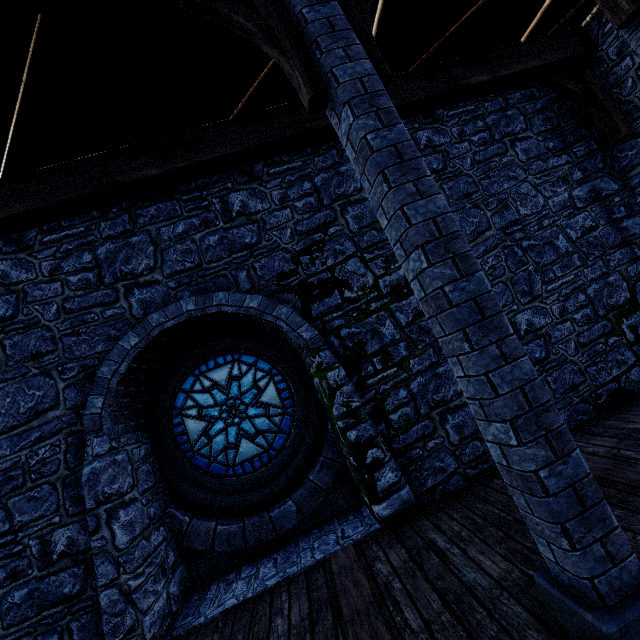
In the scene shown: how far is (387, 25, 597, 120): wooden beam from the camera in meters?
5.0 m

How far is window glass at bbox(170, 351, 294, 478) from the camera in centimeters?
531cm

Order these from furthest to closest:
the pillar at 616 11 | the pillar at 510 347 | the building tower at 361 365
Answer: the building tower at 361 365 < the pillar at 616 11 < the pillar at 510 347

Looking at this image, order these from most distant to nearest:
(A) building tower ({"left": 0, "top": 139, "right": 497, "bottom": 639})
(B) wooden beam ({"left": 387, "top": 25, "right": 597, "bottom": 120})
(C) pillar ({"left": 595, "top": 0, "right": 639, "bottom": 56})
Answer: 1. (B) wooden beam ({"left": 387, "top": 25, "right": 597, "bottom": 120})
2. (A) building tower ({"left": 0, "top": 139, "right": 497, "bottom": 639})
3. (C) pillar ({"left": 595, "top": 0, "right": 639, "bottom": 56})

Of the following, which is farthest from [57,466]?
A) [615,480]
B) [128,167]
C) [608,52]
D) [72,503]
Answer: [608,52]

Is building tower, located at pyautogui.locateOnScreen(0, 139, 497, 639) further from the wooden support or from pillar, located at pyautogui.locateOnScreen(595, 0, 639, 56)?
pillar, located at pyautogui.locateOnScreen(595, 0, 639, 56)

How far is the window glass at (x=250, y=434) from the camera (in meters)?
5.31

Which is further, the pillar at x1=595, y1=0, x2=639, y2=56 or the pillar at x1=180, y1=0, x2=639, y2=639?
the pillar at x1=595, y1=0, x2=639, y2=56
